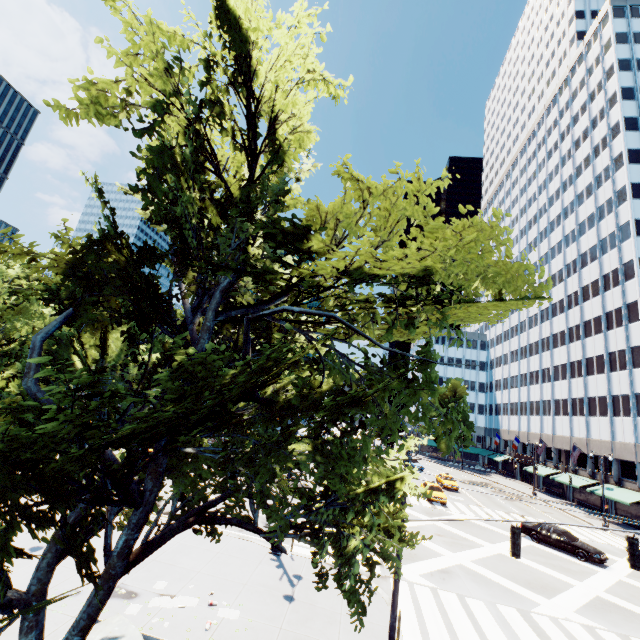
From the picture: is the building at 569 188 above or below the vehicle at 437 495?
above

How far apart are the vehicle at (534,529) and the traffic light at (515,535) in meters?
19.2

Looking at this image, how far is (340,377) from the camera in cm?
600

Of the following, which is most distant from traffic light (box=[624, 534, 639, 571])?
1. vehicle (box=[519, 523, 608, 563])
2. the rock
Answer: vehicle (box=[519, 523, 608, 563])

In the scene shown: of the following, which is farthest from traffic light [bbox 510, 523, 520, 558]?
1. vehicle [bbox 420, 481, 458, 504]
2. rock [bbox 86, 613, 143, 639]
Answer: vehicle [bbox 420, 481, 458, 504]

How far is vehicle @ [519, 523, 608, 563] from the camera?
22.0 meters

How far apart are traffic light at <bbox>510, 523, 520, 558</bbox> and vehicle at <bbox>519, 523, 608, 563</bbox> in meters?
19.2 m

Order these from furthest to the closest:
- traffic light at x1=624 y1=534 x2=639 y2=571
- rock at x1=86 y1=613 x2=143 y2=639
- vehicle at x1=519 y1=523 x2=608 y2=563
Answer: vehicle at x1=519 y1=523 x2=608 y2=563, traffic light at x1=624 y1=534 x2=639 y2=571, rock at x1=86 y1=613 x2=143 y2=639
